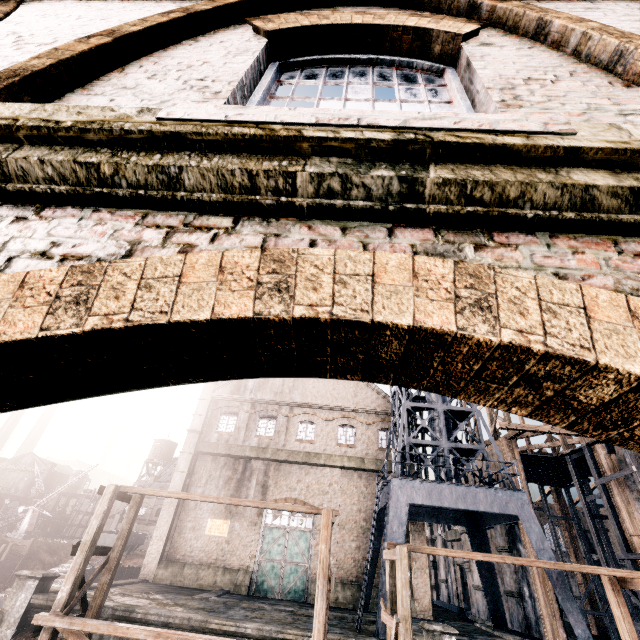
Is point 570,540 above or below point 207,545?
above

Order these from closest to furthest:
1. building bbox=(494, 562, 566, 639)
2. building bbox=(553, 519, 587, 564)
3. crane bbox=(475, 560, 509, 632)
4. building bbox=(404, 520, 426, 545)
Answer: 1. building bbox=(494, 562, 566, 639)
2. crane bbox=(475, 560, 509, 632)
3. building bbox=(404, 520, 426, 545)
4. building bbox=(553, 519, 587, 564)

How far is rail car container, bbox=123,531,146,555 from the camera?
54.4 meters

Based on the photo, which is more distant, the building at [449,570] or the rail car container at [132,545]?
the rail car container at [132,545]

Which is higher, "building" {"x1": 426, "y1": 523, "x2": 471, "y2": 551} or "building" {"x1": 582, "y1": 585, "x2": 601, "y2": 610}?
"building" {"x1": 426, "y1": 523, "x2": 471, "y2": 551}

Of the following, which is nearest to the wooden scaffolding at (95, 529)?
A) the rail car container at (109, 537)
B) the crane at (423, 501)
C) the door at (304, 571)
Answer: the crane at (423, 501)

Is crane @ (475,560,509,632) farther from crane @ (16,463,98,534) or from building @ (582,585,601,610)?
crane @ (16,463,98,534)

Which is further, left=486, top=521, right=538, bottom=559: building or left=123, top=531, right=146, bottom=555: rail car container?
left=123, top=531, right=146, bottom=555: rail car container
